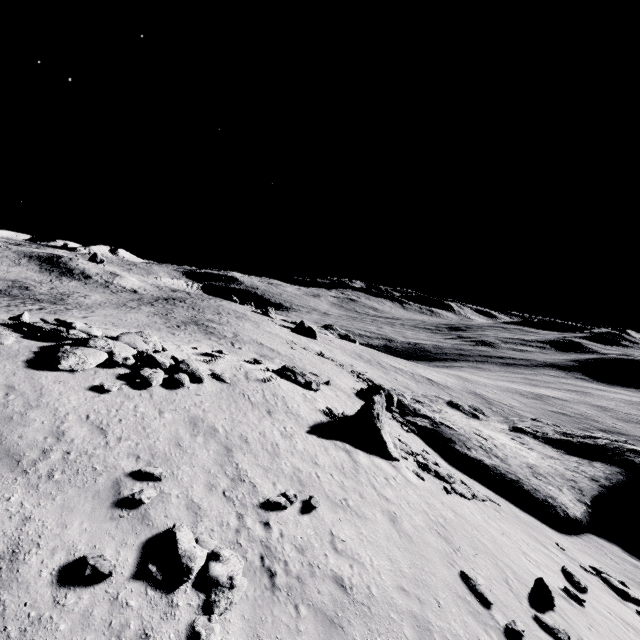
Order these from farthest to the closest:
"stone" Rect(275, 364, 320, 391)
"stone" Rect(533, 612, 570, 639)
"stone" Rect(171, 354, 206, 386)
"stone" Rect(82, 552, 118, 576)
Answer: "stone" Rect(275, 364, 320, 391)
"stone" Rect(171, 354, 206, 386)
"stone" Rect(533, 612, 570, 639)
"stone" Rect(82, 552, 118, 576)

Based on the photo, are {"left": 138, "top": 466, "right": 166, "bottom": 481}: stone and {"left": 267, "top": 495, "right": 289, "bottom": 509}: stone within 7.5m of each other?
yes

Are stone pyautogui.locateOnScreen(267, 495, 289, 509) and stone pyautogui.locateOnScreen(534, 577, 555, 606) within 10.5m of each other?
yes

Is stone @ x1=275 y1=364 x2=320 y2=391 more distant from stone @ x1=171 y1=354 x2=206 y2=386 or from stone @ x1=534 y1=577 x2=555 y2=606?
stone @ x1=534 y1=577 x2=555 y2=606

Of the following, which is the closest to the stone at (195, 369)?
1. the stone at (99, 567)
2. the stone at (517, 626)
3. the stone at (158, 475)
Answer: the stone at (158, 475)

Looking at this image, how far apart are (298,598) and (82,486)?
5.89m

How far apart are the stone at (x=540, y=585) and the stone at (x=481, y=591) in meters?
2.7

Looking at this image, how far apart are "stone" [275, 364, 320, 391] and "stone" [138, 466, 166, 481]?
13.20m
